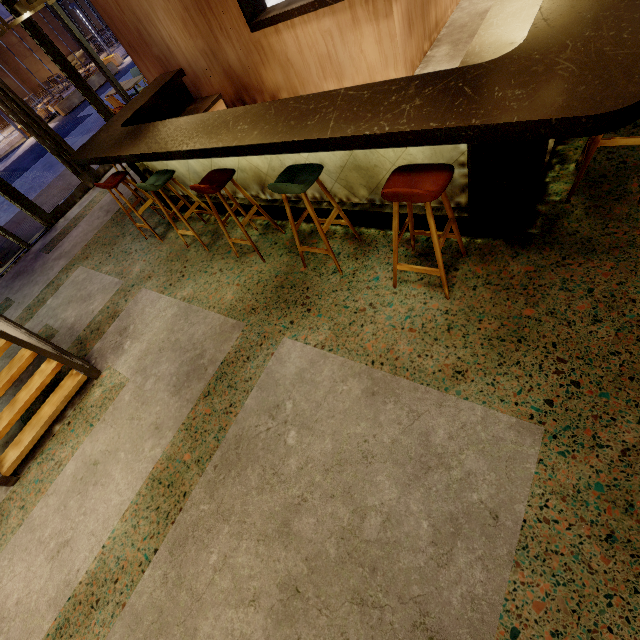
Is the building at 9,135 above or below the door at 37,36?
below

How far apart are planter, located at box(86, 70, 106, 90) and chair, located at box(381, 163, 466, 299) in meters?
21.7

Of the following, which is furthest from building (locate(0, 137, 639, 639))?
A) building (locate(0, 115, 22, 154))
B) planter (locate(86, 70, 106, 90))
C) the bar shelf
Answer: building (locate(0, 115, 22, 154))

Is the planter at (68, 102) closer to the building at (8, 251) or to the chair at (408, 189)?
the building at (8, 251)

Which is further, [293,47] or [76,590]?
[293,47]

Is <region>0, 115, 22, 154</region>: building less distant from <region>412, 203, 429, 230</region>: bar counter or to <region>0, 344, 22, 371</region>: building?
<region>0, 344, 22, 371</region>: building

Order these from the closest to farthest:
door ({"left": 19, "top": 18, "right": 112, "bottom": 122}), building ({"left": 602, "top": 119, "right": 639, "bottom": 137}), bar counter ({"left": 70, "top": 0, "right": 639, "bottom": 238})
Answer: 1. bar counter ({"left": 70, "top": 0, "right": 639, "bottom": 238})
2. building ({"left": 602, "top": 119, "right": 639, "bottom": 137})
3. door ({"left": 19, "top": 18, "right": 112, "bottom": 122})

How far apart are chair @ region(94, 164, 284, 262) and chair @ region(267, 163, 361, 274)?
1.6m
